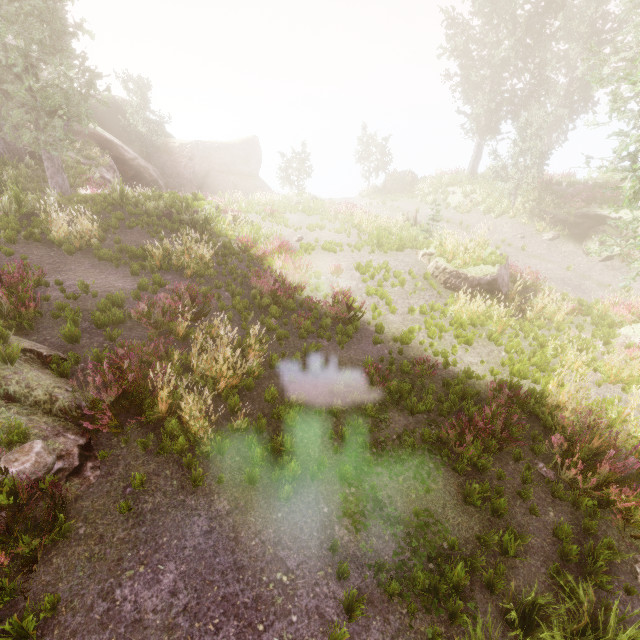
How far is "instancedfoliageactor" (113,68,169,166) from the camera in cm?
2725

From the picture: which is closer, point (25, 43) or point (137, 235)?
point (137, 235)

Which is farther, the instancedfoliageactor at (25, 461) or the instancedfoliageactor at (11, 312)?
the instancedfoliageactor at (11, 312)

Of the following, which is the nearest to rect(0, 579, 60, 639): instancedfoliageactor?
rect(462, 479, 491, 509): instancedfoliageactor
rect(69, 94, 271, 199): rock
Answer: rect(69, 94, 271, 199): rock

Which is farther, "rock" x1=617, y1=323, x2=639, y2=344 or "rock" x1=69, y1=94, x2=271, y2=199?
"rock" x1=69, y1=94, x2=271, y2=199

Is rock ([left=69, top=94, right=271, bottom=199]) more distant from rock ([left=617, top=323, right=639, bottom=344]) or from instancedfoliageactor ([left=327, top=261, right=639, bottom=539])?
rock ([left=617, top=323, right=639, bottom=344])

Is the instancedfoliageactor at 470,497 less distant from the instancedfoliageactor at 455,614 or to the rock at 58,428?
the instancedfoliageactor at 455,614
